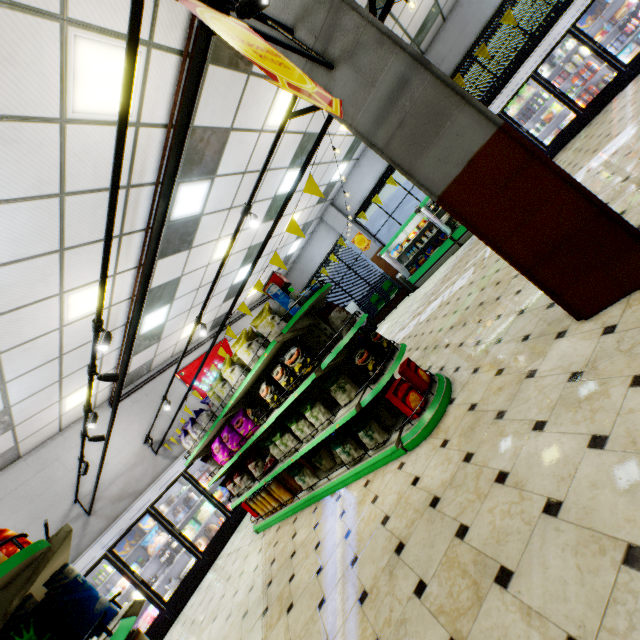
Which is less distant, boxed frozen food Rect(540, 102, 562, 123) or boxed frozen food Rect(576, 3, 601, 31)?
boxed frozen food Rect(576, 3, 601, 31)

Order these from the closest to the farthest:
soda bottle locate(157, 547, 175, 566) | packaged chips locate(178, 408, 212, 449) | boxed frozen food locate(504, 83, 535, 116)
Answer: packaged chips locate(178, 408, 212, 449)
soda bottle locate(157, 547, 175, 566)
boxed frozen food locate(504, 83, 535, 116)

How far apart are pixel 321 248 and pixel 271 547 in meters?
11.8 m

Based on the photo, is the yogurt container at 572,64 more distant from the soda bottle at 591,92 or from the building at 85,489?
the building at 85,489

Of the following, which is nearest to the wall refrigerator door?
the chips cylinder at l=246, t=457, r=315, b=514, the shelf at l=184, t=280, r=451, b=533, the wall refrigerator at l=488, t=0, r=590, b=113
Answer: the shelf at l=184, t=280, r=451, b=533

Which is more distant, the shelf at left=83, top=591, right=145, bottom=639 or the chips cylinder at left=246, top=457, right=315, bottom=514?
the chips cylinder at left=246, top=457, right=315, bottom=514

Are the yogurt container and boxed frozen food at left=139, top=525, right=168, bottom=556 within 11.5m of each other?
no

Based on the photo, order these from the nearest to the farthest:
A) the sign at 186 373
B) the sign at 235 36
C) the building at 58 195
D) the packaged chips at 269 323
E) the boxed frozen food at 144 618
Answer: the sign at 235 36 < the building at 58 195 < the packaged chips at 269 323 < the boxed frozen food at 144 618 < the sign at 186 373
